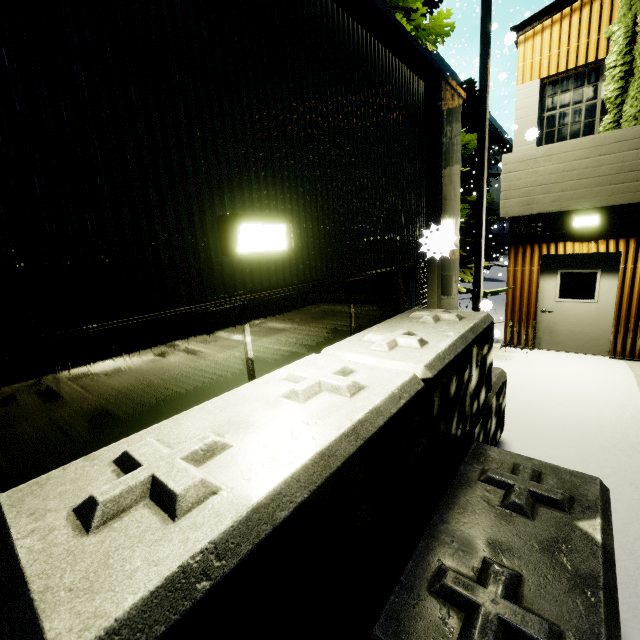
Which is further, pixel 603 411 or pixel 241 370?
pixel 603 411

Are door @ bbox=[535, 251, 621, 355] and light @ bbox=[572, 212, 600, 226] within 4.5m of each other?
yes

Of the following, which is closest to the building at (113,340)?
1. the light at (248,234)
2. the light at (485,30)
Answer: the light at (248,234)

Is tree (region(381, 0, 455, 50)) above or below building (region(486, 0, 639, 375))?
above

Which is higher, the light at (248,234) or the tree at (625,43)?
the tree at (625,43)

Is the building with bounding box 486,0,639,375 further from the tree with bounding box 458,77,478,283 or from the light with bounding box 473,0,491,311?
the light with bounding box 473,0,491,311

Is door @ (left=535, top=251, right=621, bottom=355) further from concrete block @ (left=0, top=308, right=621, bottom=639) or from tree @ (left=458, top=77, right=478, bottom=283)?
concrete block @ (left=0, top=308, right=621, bottom=639)

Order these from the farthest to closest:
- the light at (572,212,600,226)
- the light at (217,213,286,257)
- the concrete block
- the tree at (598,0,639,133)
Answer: the light at (572,212,600,226), the tree at (598,0,639,133), the light at (217,213,286,257), the concrete block
